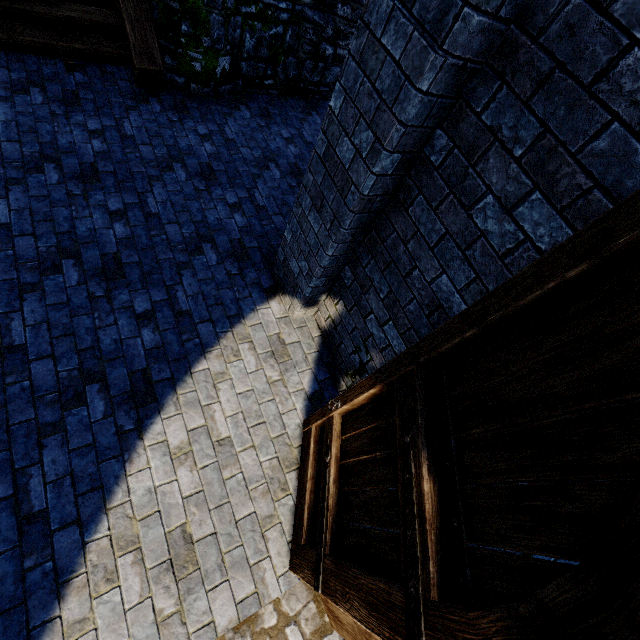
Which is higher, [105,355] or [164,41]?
[164,41]

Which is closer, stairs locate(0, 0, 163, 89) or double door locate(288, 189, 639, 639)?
double door locate(288, 189, 639, 639)

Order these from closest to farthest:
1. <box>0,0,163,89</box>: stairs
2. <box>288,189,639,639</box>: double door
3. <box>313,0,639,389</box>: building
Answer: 1. <box>288,189,639,639</box>: double door
2. <box>313,0,639,389</box>: building
3. <box>0,0,163,89</box>: stairs

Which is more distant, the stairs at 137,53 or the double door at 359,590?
the stairs at 137,53

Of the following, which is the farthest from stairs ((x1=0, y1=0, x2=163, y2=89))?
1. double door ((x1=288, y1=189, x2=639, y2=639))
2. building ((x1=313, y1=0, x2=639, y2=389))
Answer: double door ((x1=288, y1=189, x2=639, y2=639))

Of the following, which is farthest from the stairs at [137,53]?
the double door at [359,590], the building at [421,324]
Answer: the double door at [359,590]

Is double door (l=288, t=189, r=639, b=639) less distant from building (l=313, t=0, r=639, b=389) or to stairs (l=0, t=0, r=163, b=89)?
building (l=313, t=0, r=639, b=389)
